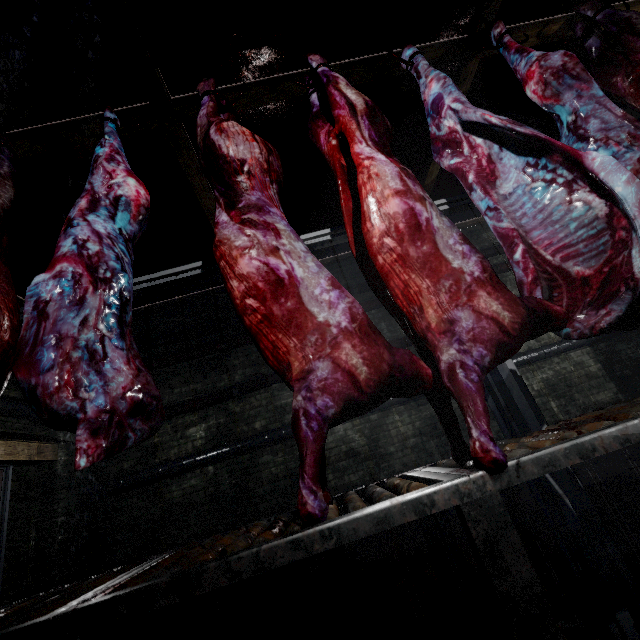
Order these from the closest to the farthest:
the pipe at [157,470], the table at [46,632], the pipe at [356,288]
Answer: the table at [46,632] < the pipe at [157,470] < the pipe at [356,288]

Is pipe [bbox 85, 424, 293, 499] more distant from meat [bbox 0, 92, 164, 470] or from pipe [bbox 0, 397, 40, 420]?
meat [bbox 0, 92, 164, 470]

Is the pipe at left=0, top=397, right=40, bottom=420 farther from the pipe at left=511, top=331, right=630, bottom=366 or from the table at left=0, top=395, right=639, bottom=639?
the table at left=0, top=395, right=639, bottom=639

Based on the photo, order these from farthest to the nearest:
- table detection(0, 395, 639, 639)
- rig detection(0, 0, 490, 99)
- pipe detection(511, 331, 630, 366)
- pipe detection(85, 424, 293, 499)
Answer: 1. pipe detection(511, 331, 630, 366)
2. pipe detection(85, 424, 293, 499)
3. rig detection(0, 0, 490, 99)
4. table detection(0, 395, 639, 639)

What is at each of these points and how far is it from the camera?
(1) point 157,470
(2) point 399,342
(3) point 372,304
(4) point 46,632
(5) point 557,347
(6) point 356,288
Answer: (1) pipe, 4.5 meters
(2) pipe, 5.2 meters
(3) pipe, 5.5 meters
(4) table, 0.7 meters
(5) pipe, 5.1 meters
(6) pipe, 5.7 meters

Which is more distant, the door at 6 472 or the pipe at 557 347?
the pipe at 557 347

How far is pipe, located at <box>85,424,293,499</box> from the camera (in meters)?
4.48

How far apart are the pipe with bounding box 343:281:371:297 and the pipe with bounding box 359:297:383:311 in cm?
17
